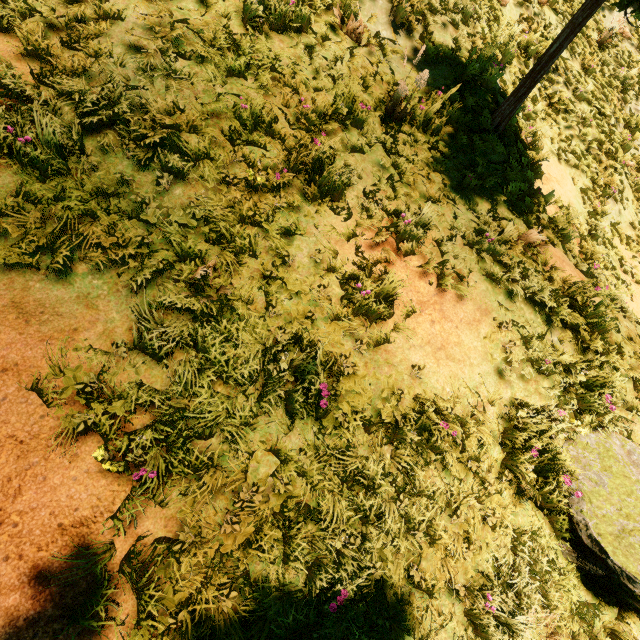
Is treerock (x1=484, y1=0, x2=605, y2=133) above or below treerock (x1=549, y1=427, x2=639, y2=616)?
above

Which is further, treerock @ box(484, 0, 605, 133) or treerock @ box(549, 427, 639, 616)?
treerock @ box(484, 0, 605, 133)

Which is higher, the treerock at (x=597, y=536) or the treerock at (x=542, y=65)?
the treerock at (x=542, y=65)

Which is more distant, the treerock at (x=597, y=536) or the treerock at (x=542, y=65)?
the treerock at (x=542, y=65)

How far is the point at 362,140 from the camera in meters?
4.1 m
